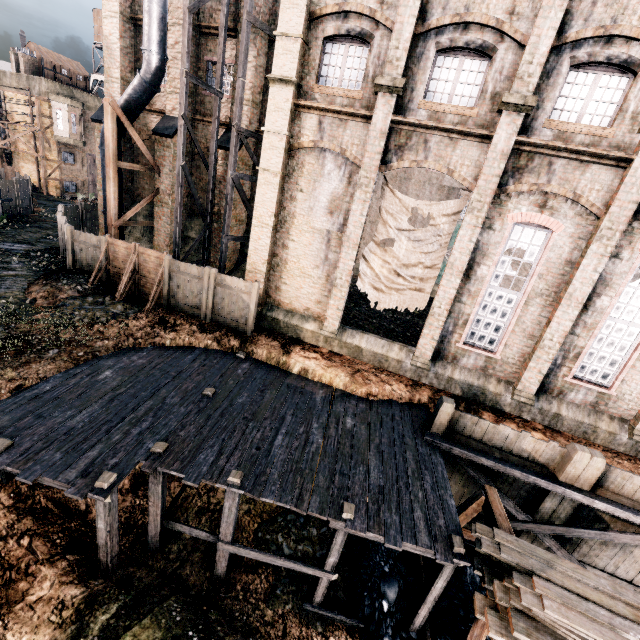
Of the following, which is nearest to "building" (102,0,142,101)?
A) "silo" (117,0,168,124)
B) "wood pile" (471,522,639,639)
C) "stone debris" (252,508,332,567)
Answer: "silo" (117,0,168,124)

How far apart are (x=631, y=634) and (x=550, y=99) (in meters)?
15.04

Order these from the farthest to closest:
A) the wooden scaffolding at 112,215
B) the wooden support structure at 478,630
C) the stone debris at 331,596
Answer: the wooden scaffolding at 112,215, the stone debris at 331,596, the wooden support structure at 478,630

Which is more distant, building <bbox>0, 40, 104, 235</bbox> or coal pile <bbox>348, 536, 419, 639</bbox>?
building <bbox>0, 40, 104, 235</bbox>

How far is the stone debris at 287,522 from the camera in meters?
11.1

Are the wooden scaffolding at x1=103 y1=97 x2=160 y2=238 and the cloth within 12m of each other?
no

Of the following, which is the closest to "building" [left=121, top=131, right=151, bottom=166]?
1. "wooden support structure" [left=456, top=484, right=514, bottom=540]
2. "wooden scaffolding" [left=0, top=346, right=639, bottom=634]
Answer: "wooden scaffolding" [left=0, top=346, right=639, bottom=634]

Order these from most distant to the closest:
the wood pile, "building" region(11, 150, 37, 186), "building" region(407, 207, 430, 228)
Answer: "building" region(11, 150, 37, 186) < "building" region(407, 207, 430, 228) < the wood pile
